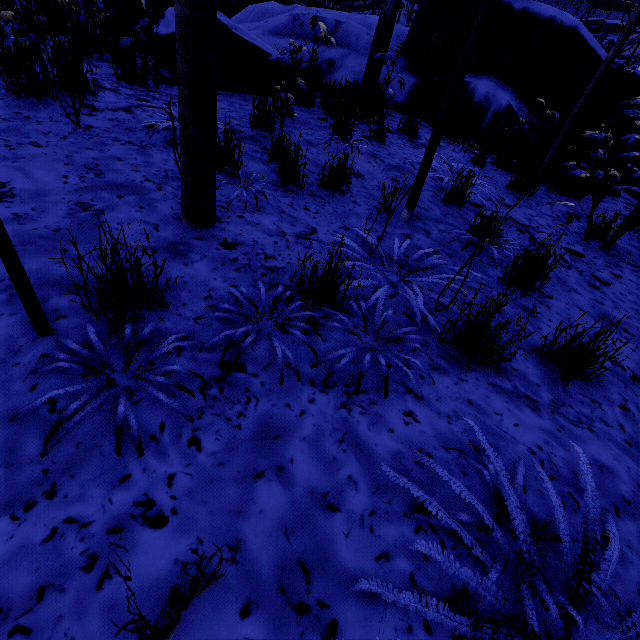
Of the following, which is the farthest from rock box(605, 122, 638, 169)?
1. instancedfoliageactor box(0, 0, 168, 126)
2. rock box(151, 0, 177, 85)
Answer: rock box(151, 0, 177, 85)

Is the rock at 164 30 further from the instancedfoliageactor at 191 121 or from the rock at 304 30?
the rock at 304 30

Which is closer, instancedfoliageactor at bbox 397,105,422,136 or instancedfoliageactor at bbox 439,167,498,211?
instancedfoliageactor at bbox 439,167,498,211

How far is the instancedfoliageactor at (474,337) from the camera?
1.71m

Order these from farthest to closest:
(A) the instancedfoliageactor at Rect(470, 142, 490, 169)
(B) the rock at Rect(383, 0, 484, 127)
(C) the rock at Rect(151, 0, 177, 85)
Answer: → (B) the rock at Rect(383, 0, 484, 127), (A) the instancedfoliageactor at Rect(470, 142, 490, 169), (C) the rock at Rect(151, 0, 177, 85)

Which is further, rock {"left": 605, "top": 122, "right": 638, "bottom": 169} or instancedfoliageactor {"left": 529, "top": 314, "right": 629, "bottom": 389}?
rock {"left": 605, "top": 122, "right": 638, "bottom": 169}

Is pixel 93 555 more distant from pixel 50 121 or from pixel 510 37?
pixel 510 37
